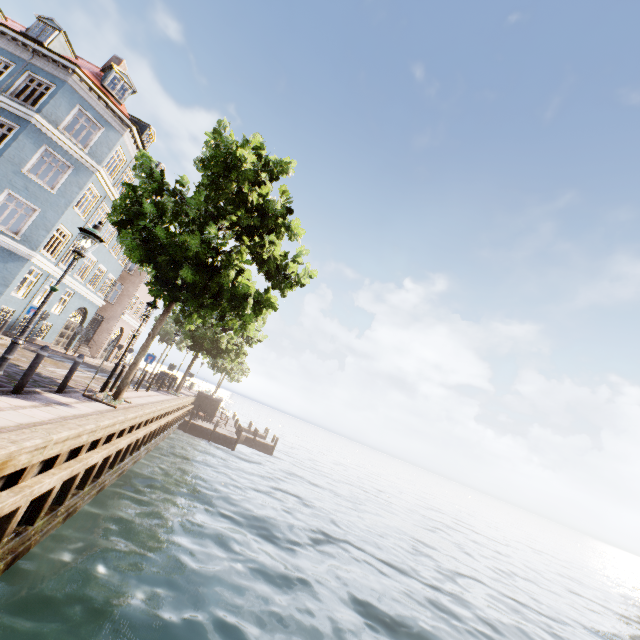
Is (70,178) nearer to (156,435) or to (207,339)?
(207,339)

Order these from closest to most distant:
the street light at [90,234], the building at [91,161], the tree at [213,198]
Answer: the street light at [90,234] < the tree at [213,198] < the building at [91,161]

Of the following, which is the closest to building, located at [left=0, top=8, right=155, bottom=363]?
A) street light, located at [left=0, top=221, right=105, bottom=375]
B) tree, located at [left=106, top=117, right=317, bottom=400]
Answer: tree, located at [left=106, top=117, right=317, bottom=400]

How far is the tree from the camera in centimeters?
931cm

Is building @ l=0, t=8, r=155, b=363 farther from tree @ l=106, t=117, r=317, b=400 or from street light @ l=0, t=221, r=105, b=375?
street light @ l=0, t=221, r=105, b=375

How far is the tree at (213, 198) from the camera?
9.3m
